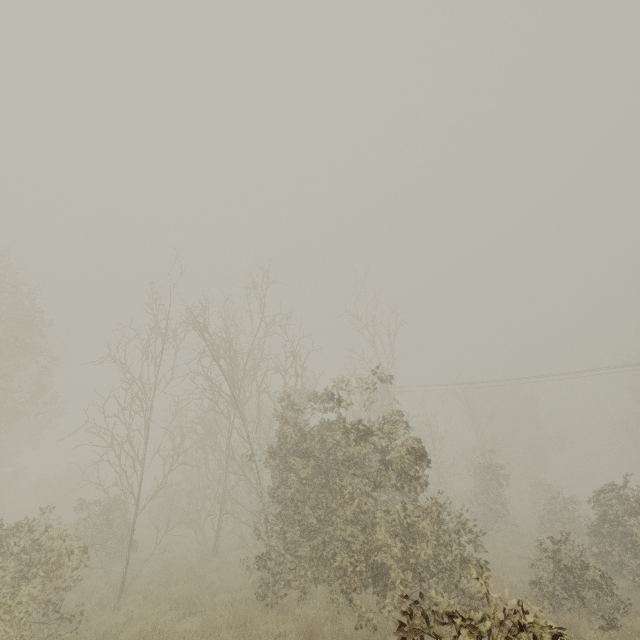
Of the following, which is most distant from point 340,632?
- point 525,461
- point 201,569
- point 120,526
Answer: point 525,461
